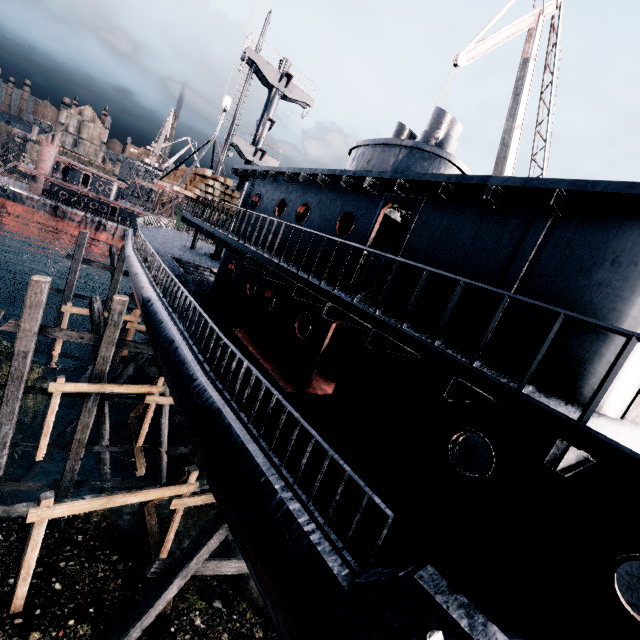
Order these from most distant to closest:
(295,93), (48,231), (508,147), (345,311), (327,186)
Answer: (48,231) → (295,93) → (508,147) → (327,186) → (345,311)

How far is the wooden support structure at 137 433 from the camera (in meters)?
13.22

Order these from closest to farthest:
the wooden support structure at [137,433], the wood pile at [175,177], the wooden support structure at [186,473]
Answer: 1. the wooden support structure at [186,473]
2. the wooden support structure at [137,433]
3. the wood pile at [175,177]

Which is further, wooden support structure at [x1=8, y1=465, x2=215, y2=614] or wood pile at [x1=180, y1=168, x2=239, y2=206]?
wood pile at [x1=180, y1=168, x2=239, y2=206]

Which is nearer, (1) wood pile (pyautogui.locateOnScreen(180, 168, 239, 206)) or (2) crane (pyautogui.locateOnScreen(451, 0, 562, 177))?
(1) wood pile (pyautogui.locateOnScreen(180, 168, 239, 206))

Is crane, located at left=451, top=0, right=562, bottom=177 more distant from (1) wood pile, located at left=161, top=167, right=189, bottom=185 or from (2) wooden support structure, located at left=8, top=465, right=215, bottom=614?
(2) wooden support structure, located at left=8, top=465, right=215, bottom=614

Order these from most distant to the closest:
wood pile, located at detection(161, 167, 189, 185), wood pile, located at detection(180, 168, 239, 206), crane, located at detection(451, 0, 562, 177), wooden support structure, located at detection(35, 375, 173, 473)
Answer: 1. wood pile, located at detection(161, 167, 189, 185)
2. crane, located at detection(451, 0, 562, 177)
3. wood pile, located at detection(180, 168, 239, 206)
4. wooden support structure, located at detection(35, 375, 173, 473)

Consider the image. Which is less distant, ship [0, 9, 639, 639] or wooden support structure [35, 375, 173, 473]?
ship [0, 9, 639, 639]
